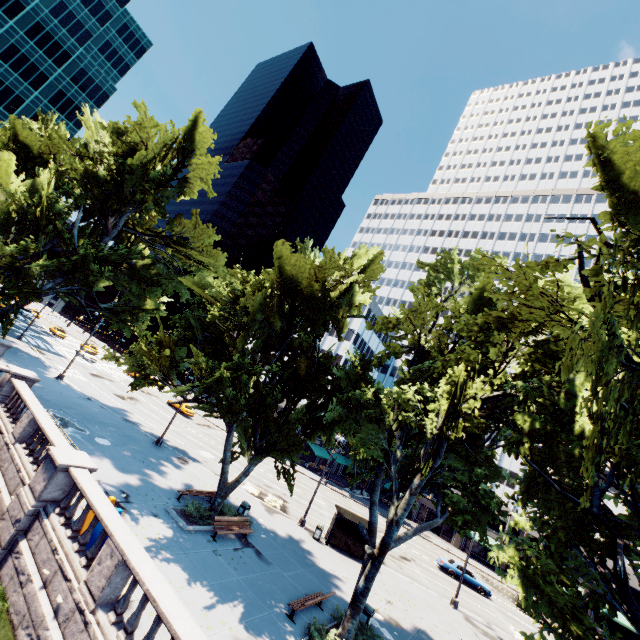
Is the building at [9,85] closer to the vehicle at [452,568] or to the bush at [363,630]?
the bush at [363,630]

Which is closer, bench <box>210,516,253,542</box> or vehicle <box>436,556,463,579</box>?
bench <box>210,516,253,542</box>

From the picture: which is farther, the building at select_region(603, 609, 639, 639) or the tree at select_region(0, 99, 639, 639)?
the building at select_region(603, 609, 639, 639)

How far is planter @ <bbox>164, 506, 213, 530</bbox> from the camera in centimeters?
1603cm

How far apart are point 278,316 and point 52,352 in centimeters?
4220cm

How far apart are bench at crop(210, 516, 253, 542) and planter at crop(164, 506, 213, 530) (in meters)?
0.66

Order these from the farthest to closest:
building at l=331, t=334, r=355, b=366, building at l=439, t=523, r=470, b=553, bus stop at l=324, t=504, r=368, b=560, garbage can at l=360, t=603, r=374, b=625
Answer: building at l=331, t=334, r=355, b=366 < building at l=439, t=523, r=470, b=553 < bus stop at l=324, t=504, r=368, b=560 < garbage can at l=360, t=603, r=374, b=625

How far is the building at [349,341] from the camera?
58.6 meters
